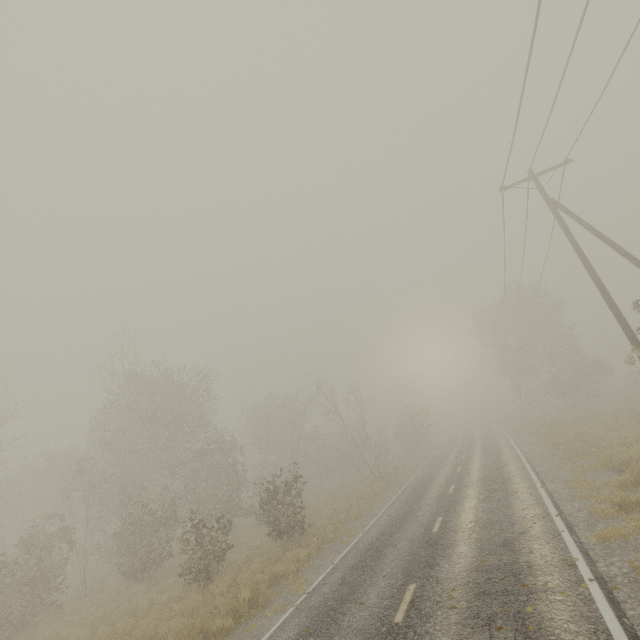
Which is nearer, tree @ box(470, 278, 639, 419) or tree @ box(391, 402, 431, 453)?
tree @ box(470, 278, 639, 419)

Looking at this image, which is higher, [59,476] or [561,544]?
[59,476]

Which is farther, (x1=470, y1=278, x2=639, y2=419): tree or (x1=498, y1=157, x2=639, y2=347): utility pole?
(x1=470, y1=278, x2=639, y2=419): tree

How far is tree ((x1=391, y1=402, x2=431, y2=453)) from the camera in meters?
39.5

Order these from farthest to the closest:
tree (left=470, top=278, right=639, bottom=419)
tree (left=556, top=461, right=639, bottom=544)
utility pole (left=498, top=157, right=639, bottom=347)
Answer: tree (left=470, top=278, right=639, bottom=419)
utility pole (left=498, top=157, right=639, bottom=347)
tree (left=556, top=461, right=639, bottom=544)

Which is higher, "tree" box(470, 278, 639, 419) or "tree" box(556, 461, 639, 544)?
"tree" box(470, 278, 639, 419)

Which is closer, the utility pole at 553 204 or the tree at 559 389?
the utility pole at 553 204
